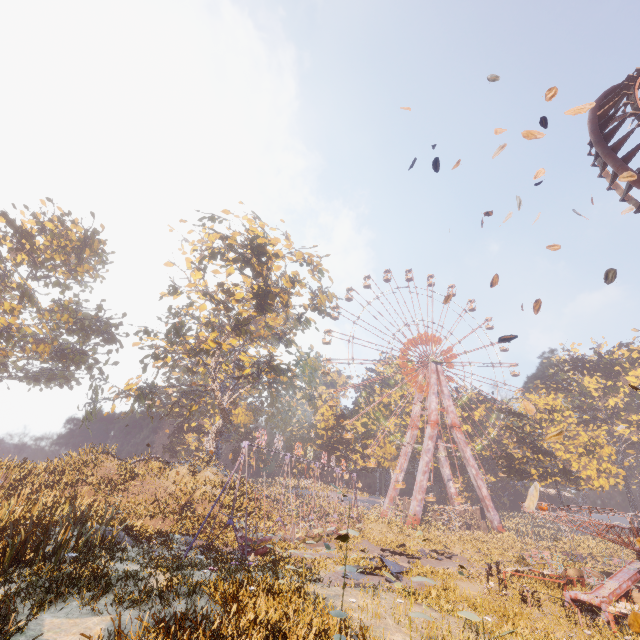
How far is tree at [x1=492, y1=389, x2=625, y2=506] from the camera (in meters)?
40.08

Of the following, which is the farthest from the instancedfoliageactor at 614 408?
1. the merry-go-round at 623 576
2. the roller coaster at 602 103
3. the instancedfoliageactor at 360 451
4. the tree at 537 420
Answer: the instancedfoliageactor at 360 451

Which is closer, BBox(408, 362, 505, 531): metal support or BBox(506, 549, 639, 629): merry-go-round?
BBox(506, 549, 639, 629): merry-go-round

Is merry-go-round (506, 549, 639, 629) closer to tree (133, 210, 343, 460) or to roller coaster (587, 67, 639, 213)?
roller coaster (587, 67, 639, 213)

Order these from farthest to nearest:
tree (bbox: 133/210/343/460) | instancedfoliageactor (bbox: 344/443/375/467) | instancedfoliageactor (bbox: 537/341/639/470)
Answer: instancedfoliageactor (bbox: 344/443/375/467), instancedfoliageactor (bbox: 537/341/639/470), tree (bbox: 133/210/343/460)

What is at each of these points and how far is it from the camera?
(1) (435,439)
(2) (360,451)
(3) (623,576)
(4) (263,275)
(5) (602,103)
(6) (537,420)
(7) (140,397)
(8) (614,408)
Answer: (1) metal support, 51.7 meters
(2) instancedfoliageactor, 58.5 meters
(3) merry-go-round, 14.6 meters
(4) tree, 30.5 meters
(5) roller coaster, 14.5 meters
(6) tree, 46.9 meters
(7) tree, 28.7 meters
(8) instancedfoliageactor, 54.3 meters

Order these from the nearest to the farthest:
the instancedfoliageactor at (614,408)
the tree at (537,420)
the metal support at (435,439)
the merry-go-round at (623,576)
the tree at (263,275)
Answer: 1. the merry-go-round at (623,576)
2. the tree at (263,275)
3. the tree at (537,420)
4. the metal support at (435,439)
5. the instancedfoliageactor at (614,408)

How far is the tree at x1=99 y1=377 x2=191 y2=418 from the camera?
27.5m
